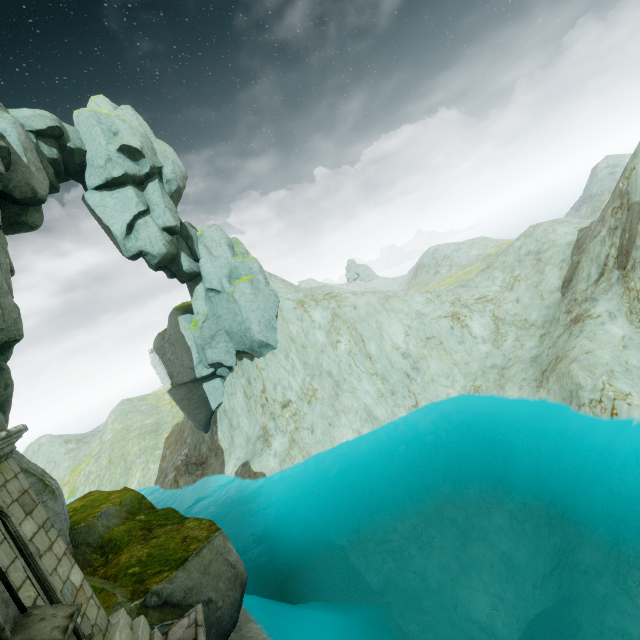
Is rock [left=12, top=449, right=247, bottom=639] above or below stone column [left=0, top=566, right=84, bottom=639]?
below

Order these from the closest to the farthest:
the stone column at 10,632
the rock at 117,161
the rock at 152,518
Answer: the stone column at 10,632 → the rock at 152,518 → the rock at 117,161

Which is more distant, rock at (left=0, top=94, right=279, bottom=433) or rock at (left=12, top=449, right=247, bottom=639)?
rock at (left=0, top=94, right=279, bottom=433)

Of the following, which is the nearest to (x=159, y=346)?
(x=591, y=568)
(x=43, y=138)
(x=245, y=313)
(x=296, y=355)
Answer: (x=245, y=313)

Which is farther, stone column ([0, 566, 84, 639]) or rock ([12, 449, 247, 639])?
rock ([12, 449, 247, 639])

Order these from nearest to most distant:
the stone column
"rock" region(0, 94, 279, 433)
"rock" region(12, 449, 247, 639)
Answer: the stone column < "rock" region(12, 449, 247, 639) < "rock" region(0, 94, 279, 433)

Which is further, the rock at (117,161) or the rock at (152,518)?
the rock at (117,161)
